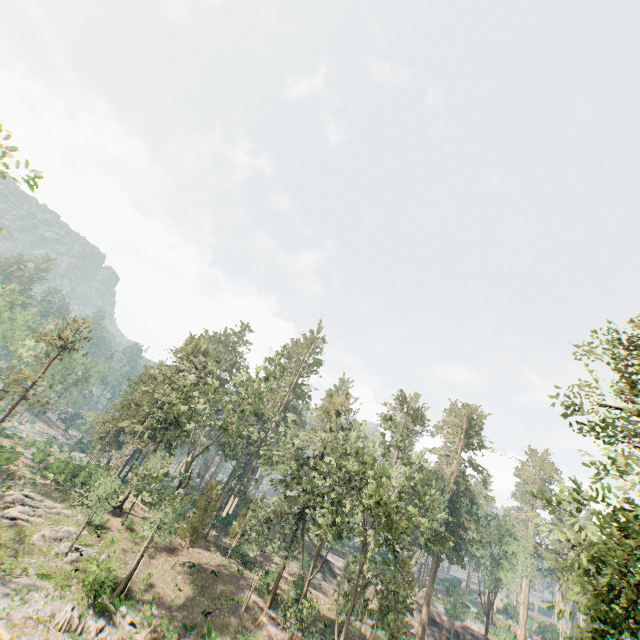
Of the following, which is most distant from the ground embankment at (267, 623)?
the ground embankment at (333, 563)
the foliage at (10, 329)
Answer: the ground embankment at (333, 563)

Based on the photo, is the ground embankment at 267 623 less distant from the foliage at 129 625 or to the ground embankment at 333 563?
the foliage at 129 625

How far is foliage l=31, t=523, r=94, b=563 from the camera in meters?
26.2

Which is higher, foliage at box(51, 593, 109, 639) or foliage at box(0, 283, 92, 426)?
foliage at box(0, 283, 92, 426)

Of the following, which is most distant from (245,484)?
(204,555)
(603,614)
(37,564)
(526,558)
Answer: (526,558)

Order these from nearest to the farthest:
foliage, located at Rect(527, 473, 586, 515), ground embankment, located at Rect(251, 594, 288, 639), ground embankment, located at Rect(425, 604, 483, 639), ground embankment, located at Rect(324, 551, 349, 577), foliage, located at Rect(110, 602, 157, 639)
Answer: foliage, located at Rect(527, 473, 586, 515) → foliage, located at Rect(110, 602, 157, 639) → ground embankment, located at Rect(251, 594, 288, 639) → ground embankment, located at Rect(425, 604, 483, 639) → ground embankment, located at Rect(324, 551, 349, 577)

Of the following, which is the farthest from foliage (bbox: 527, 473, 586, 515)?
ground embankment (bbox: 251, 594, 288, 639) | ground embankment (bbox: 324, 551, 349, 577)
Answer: ground embankment (bbox: 324, 551, 349, 577)
